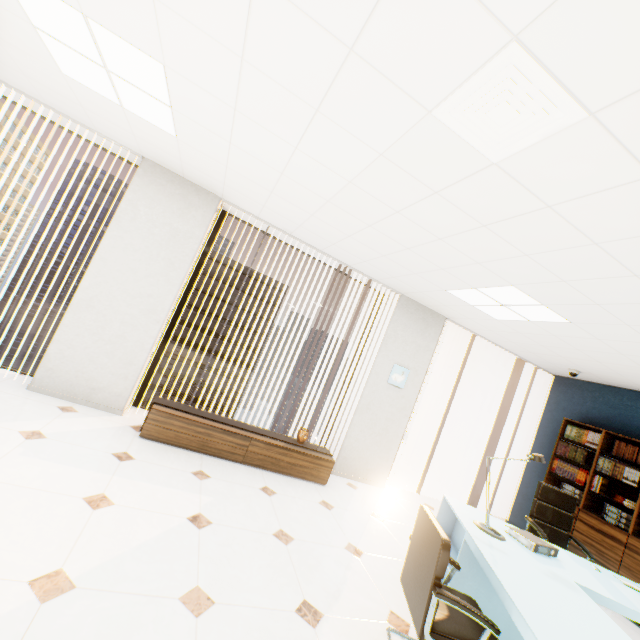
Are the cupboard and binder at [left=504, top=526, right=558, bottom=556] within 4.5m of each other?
yes

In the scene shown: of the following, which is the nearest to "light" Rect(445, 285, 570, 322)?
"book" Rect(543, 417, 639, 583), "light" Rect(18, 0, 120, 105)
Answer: "book" Rect(543, 417, 639, 583)

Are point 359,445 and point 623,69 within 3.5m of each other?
no

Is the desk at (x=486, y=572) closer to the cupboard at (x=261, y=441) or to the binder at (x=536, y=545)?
the binder at (x=536, y=545)

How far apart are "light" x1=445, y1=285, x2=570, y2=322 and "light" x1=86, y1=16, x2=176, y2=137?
3.51m

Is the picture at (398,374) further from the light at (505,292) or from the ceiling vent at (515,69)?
the ceiling vent at (515,69)

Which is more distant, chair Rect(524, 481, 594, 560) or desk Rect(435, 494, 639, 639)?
chair Rect(524, 481, 594, 560)

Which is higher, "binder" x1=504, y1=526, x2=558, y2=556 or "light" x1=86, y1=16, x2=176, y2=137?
"light" x1=86, y1=16, x2=176, y2=137
